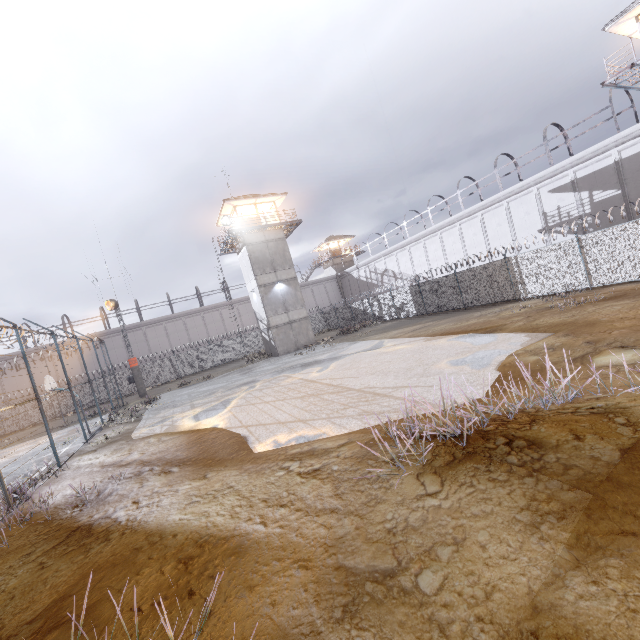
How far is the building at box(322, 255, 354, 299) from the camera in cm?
5441

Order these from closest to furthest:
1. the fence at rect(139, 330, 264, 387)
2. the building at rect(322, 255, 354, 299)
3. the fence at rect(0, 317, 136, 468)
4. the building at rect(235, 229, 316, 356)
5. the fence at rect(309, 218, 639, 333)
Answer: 1. the fence at rect(0, 317, 136, 468)
2. the fence at rect(309, 218, 639, 333)
3. the building at rect(235, 229, 316, 356)
4. the fence at rect(139, 330, 264, 387)
5. the building at rect(322, 255, 354, 299)

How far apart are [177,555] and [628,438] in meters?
5.6

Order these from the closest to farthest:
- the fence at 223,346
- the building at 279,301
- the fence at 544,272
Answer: the fence at 544,272 → the building at 279,301 → the fence at 223,346

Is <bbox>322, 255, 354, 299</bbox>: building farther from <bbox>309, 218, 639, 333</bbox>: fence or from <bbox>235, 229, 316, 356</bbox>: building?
<bbox>235, 229, 316, 356</bbox>: building

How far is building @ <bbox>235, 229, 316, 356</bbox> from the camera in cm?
2978

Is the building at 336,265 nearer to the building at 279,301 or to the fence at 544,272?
the fence at 544,272
